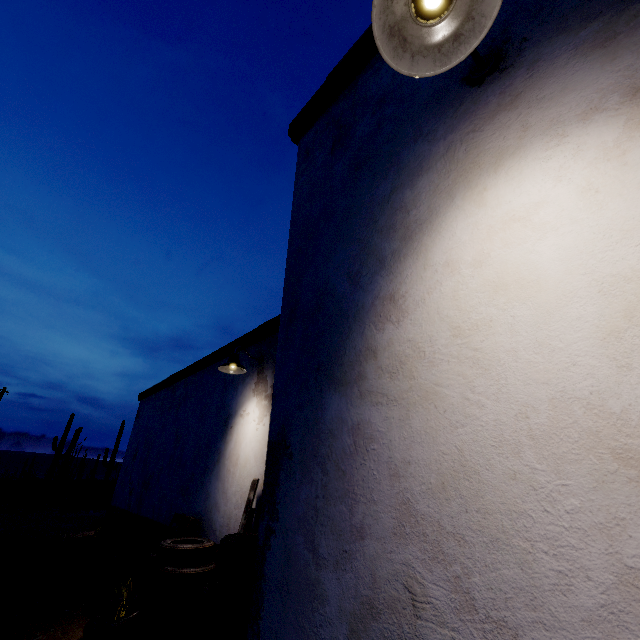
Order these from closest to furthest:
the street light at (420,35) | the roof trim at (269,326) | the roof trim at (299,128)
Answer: the street light at (420,35)
the roof trim at (299,128)
the roof trim at (269,326)

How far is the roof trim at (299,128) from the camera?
2.58m

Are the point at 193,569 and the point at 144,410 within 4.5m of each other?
no

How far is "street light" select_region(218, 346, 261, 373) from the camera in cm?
510

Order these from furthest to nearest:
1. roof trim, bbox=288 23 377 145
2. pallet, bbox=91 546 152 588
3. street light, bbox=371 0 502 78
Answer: pallet, bbox=91 546 152 588 < roof trim, bbox=288 23 377 145 < street light, bbox=371 0 502 78

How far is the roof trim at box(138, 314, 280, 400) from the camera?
5.6m

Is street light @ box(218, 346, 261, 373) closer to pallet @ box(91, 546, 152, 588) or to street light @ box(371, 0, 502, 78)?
pallet @ box(91, 546, 152, 588)

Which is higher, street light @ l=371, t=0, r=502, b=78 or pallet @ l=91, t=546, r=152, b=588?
street light @ l=371, t=0, r=502, b=78
